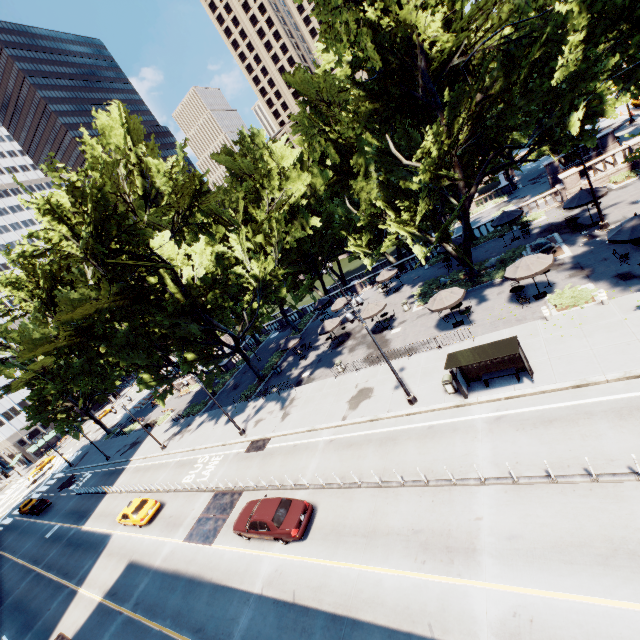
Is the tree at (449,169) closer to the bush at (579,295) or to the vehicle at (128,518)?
the bush at (579,295)

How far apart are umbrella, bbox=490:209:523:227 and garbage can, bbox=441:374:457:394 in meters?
19.0

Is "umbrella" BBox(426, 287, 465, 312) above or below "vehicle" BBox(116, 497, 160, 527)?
above

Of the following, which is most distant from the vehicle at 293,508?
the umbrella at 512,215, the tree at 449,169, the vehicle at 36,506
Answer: the vehicle at 36,506

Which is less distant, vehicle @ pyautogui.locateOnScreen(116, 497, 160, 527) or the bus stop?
the bus stop

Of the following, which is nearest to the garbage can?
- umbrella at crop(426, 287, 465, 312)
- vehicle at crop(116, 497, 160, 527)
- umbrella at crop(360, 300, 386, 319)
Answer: umbrella at crop(426, 287, 465, 312)

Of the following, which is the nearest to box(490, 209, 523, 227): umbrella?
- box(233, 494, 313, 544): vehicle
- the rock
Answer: the rock

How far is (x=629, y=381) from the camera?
13.0 meters
